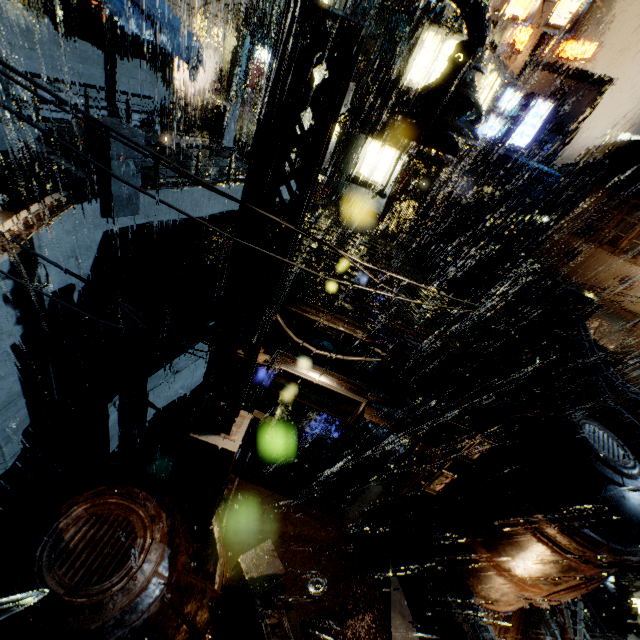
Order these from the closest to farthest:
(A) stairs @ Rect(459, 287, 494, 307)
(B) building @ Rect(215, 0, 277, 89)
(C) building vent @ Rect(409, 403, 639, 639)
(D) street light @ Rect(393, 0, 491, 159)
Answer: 1. (D) street light @ Rect(393, 0, 491, 159)
2. (C) building vent @ Rect(409, 403, 639, 639)
3. (A) stairs @ Rect(459, 287, 494, 307)
4. (B) building @ Rect(215, 0, 277, 89)

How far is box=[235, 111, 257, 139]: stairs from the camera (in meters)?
26.16

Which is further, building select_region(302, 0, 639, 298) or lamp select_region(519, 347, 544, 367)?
building select_region(302, 0, 639, 298)

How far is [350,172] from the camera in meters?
20.8

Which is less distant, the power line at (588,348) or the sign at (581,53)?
the power line at (588,348)

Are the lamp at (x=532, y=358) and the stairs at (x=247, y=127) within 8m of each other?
no

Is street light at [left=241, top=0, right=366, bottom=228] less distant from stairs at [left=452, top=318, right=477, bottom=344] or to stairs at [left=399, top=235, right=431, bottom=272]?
stairs at [left=452, top=318, right=477, bottom=344]

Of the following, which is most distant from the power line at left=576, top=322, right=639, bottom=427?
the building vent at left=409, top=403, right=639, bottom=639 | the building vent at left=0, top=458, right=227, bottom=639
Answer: the building vent at left=0, top=458, right=227, bottom=639
